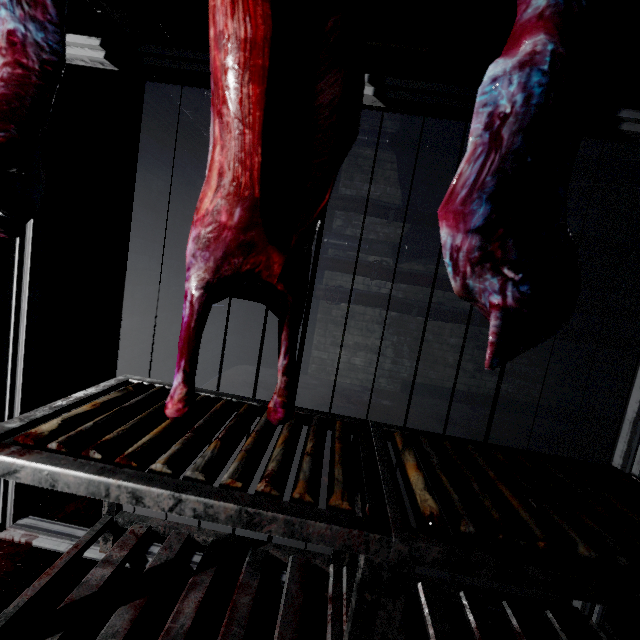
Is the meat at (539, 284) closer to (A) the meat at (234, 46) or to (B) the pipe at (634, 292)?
(A) the meat at (234, 46)

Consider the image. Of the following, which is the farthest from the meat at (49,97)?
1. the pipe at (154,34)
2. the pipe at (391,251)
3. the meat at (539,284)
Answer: the pipe at (391,251)

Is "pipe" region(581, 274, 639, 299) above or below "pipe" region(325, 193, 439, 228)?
below

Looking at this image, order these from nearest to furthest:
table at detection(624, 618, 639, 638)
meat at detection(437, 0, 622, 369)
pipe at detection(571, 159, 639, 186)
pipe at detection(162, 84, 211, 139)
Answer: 1. meat at detection(437, 0, 622, 369)
2. table at detection(624, 618, 639, 638)
3. pipe at detection(162, 84, 211, 139)
4. pipe at detection(571, 159, 639, 186)

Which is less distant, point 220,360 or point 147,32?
point 147,32

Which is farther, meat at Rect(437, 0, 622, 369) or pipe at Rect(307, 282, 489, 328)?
pipe at Rect(307, 282, 489, 328)

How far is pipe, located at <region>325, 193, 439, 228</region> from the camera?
4.0m

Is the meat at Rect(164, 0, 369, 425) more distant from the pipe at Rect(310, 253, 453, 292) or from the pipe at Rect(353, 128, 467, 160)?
the pipe at Rect(310, 253, 453, 292)
